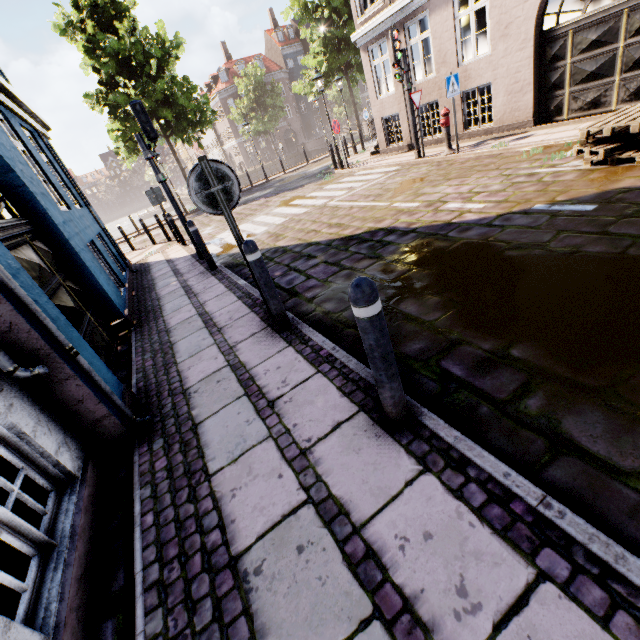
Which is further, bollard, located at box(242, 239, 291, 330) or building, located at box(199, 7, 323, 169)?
building, located at box(199, 7, 323, 169)

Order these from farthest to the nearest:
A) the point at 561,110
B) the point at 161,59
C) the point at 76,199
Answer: the point at 161,59 < the point at 561,110 < the point at 76,199

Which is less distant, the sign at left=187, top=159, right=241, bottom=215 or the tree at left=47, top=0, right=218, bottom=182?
the sign at left=187, top=159, right=241, bottom=215

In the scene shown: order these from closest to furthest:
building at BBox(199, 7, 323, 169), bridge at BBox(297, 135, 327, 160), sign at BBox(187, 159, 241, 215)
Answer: sign at BBox(187, 159, 241, 215) → bridge at BBox(297, 135, 327, 160) → building at BBox(199, 7, 323, 169)

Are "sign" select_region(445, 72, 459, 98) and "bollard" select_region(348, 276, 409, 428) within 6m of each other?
no

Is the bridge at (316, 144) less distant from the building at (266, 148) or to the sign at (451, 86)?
the building at (266, 148)

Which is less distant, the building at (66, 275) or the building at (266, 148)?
the building at (66, 275)

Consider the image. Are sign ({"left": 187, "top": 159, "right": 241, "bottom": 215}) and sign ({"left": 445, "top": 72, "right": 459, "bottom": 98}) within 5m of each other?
no
